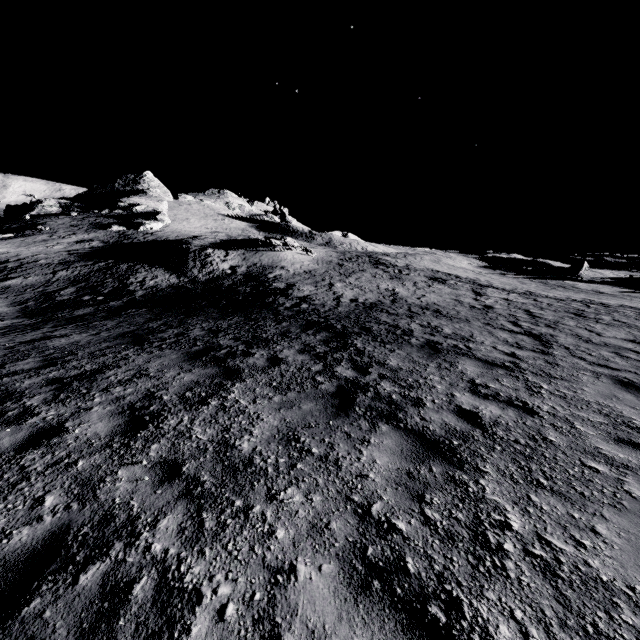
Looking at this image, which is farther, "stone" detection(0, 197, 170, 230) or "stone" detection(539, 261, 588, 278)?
"stone" detection(0, 197, 170, 230)

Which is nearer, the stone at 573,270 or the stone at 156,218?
the stone at 573,270

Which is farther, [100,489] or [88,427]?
[88,427]

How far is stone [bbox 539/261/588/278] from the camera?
44.0 meters

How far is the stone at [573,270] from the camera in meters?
44.0 m
